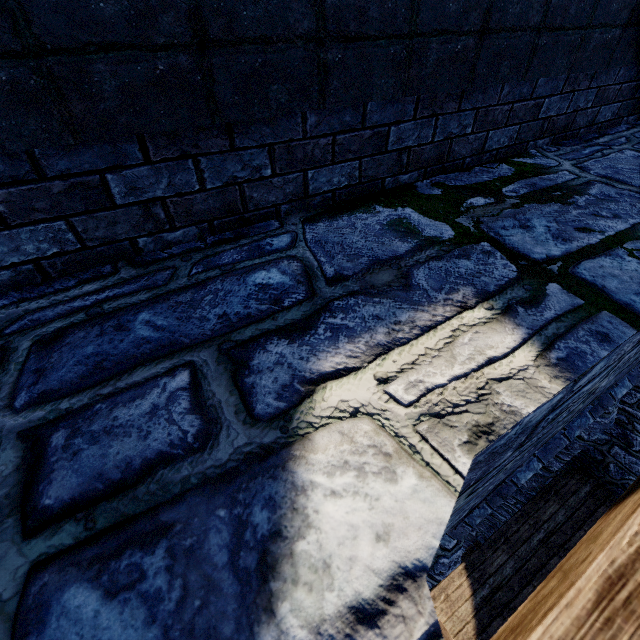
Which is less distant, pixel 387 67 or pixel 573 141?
pixel 387 67
